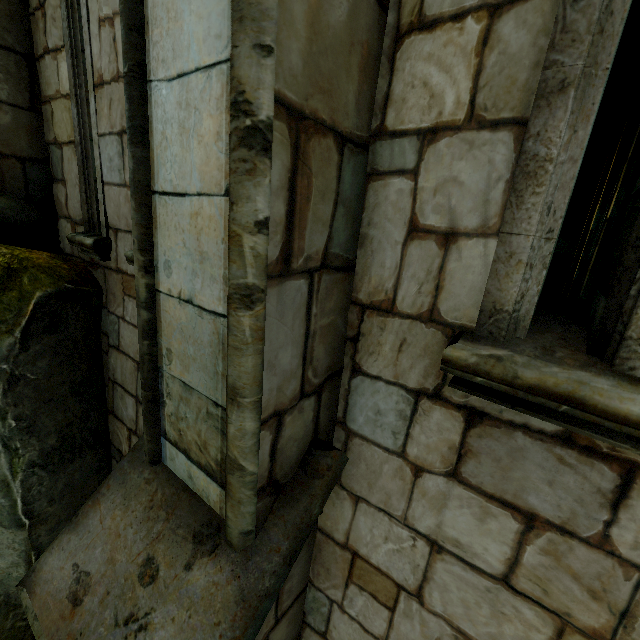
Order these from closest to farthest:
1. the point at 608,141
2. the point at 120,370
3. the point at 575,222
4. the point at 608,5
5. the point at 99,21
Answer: the point at 608,5, the point at 99,21, the point at 120,370, the point at 608,141, the point at 575,222

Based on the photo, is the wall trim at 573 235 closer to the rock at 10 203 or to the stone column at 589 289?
the stone column at 589 289

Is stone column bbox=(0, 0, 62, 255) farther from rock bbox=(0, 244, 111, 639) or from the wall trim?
the wall trim

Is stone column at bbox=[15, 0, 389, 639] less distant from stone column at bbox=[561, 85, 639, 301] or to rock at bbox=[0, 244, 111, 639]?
rock at bbox=[0, 244, 111, 639]

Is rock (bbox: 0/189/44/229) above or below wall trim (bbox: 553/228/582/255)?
below

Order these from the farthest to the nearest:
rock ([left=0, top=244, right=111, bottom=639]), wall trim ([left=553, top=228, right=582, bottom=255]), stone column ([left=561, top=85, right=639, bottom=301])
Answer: wall trim ([left=553, top=228, right=582, bottom=255]) → stone column ([left=561, top=85, right=639, bottom=301]) → rock ([left=0, top=244, right=111, bottom=639])

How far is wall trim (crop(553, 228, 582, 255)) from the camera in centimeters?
1181cm

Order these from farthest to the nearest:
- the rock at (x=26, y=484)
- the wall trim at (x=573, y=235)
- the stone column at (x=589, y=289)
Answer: the wall trim at (x=573, y=235) < the stone column at (x=589, y=289) < the rock at (x=26, y=484)
